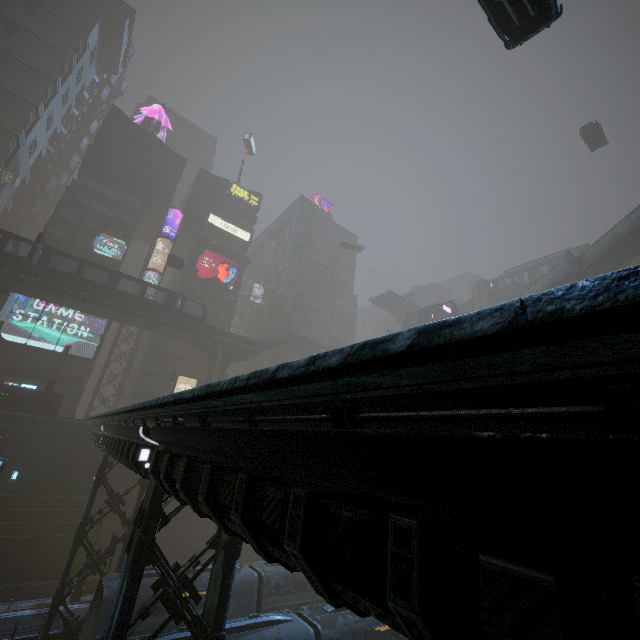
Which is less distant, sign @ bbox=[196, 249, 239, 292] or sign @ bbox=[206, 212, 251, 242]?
sign @ bbox=[196, 249, 239, 292]

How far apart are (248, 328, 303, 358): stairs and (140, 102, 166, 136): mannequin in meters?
39.9

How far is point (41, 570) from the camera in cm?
2555

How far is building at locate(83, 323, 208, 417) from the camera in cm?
4125

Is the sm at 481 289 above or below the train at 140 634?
above

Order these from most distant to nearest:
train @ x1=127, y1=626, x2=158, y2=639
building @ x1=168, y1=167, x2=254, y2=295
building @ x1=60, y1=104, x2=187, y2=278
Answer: building @ x1=168, y1=167, x2=254, y2=295, building @ x1=60, y1=104, x2=187, y2=278, train @ x1=127, y1=626, x2=158, y2=639

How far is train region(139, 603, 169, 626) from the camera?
15.29m

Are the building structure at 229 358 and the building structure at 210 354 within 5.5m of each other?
A: yes
